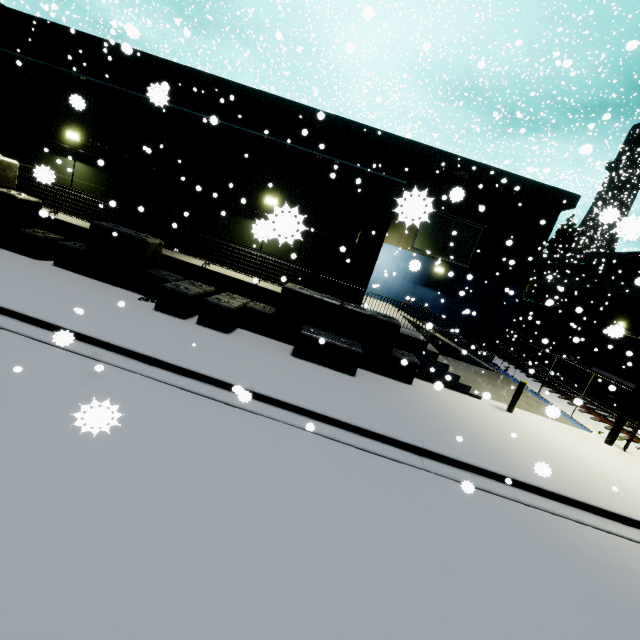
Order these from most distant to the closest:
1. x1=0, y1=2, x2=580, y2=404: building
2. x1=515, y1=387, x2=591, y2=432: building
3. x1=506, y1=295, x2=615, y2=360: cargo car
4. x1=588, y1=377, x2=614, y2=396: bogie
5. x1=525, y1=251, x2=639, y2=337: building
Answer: x1=525, y1=251, x2=639, y2=337: building → x1=506, y1=295, x2=615, y2=360: cargo car → x1=588, y1=377, x2=614, y2=396: bogie → x1=0, y1=2, x2=580, y2=404: building → x1=515, y1=387, x2=591, y2=432: building

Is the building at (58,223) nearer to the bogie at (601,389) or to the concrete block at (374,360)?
the concrete block at (374,360)

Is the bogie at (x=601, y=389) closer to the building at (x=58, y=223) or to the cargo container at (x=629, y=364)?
the cargo container at (x=629, y=364)

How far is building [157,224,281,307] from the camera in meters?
11.2

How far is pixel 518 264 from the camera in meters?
19.5

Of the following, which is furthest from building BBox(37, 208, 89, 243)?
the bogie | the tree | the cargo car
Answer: the bogie

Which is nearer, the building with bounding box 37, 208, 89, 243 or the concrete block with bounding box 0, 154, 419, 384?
the concrete block with bounding box 0, 154, 419, 384

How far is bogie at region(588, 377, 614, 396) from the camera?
19.37m
